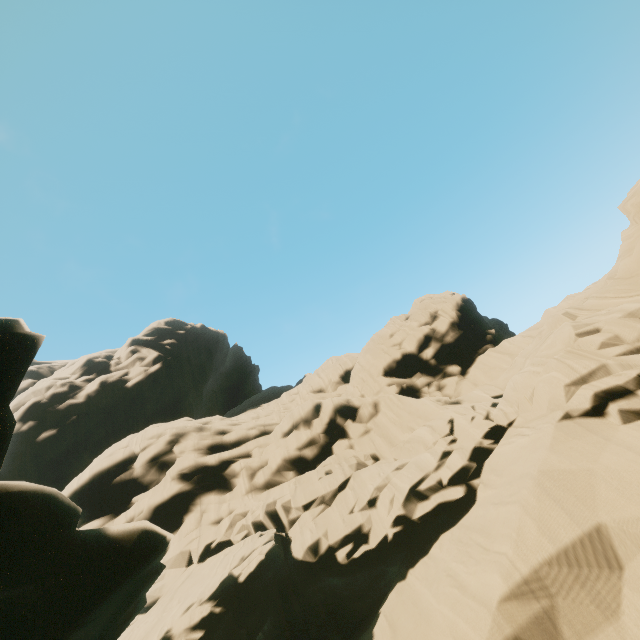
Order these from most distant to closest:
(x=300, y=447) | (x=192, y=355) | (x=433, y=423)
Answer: (x=192, y=355) → (x=300, y=447) → (x=433, y=423)
